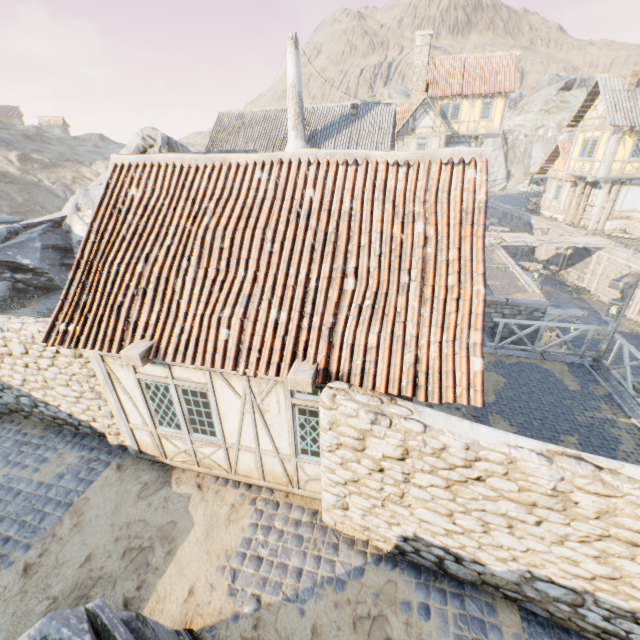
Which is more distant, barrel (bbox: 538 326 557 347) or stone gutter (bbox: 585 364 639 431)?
barrel (bbox: 538 326 557 347)

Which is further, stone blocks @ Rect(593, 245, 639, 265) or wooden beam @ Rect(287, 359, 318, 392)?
stone blocks @ Rect(593, 245, 639, 265)

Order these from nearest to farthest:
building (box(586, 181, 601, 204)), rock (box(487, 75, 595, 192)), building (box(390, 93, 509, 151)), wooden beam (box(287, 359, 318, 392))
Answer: wooden beam (box(287, 359, 318, 392)), building (box(586, 181, 601, 204)), building (box(390, 93, 509, 151)), rock (box(487, 75, 595, 192))

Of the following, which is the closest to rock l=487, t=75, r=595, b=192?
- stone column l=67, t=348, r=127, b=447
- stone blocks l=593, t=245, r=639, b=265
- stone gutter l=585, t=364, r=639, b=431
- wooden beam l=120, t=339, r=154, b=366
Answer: stone blocks l=593, t=245, r=639, b=265

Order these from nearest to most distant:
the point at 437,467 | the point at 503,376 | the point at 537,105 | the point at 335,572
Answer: the point at 437,467 → the point at 335,572 → the point at 503,376 → the point at 537,105

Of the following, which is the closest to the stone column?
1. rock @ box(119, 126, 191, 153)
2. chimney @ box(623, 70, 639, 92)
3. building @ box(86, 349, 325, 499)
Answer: building @ box(86, 349, 325, 499)

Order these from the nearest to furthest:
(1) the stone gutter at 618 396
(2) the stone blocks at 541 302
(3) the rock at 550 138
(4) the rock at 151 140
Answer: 1. (1) the stone gutter at 618 396
2. (2) the stone blocks at 541 302
3. (4) the rock at 151 140
4. (3) the rock at 550 138

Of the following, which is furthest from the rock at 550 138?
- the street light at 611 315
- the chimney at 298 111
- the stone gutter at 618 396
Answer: the street light at 611 315
